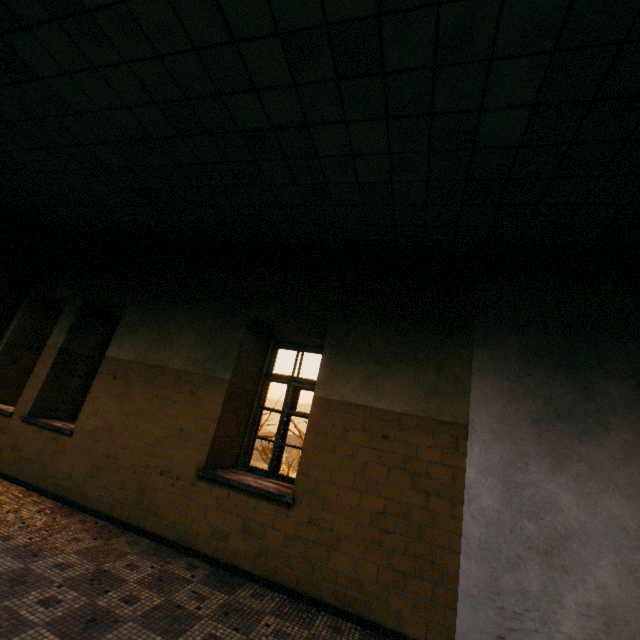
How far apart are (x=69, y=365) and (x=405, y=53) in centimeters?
639cm
